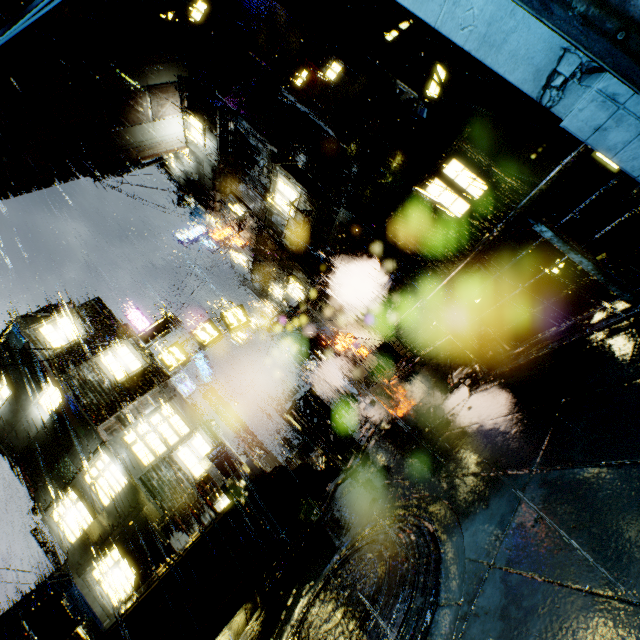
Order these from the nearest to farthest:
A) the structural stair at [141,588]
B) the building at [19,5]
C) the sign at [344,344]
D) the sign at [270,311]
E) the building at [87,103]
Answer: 1. the building at [87,103]
2. the structural stair at [141,588]
3. the building at [19,5]
4. the sign at [344,344]
5. the sign at [270,311]

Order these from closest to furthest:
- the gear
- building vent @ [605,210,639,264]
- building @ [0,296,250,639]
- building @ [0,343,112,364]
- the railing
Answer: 1. the railing
2. the gear
3. building vent @ [605,210,639,264]
4. building @ [0,296,250,639]
5. building @ [0,343,112,364]

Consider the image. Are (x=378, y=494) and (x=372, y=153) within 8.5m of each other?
no

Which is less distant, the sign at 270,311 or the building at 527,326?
the building at 527,326

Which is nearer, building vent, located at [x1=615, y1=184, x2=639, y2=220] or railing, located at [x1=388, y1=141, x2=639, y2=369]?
railing, located at [x1=388, y1=141, x2=639, y2=369]

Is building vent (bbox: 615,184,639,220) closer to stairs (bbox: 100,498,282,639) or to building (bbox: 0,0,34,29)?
building (bbox: 0,0,34,29)

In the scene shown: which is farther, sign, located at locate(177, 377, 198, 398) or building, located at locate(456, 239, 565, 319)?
sign, located at locate(177, 377, 198, 398)

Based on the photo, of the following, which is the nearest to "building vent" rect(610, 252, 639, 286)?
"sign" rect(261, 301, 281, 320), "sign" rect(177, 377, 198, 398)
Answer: "sign" rect(261, 301, 281, 320)
